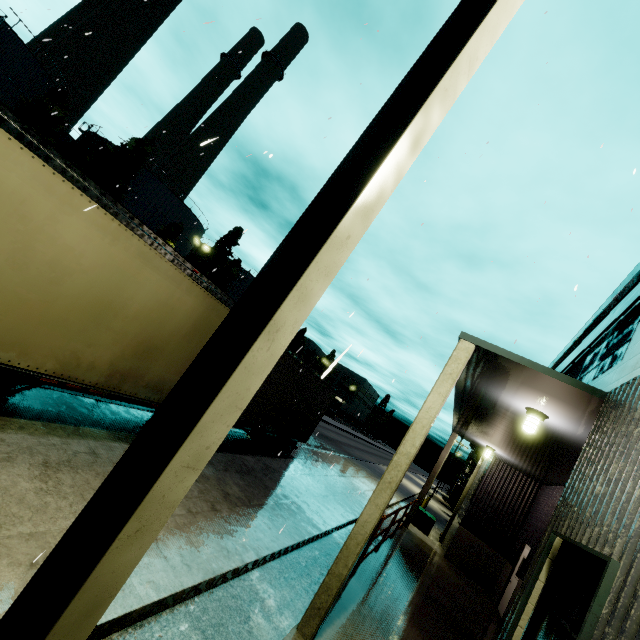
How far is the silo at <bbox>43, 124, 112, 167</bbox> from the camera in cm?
3700

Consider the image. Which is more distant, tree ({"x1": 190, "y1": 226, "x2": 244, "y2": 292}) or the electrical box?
tree ({"x1": 190, "y1": 226, "x2": 244, "y2": 292})

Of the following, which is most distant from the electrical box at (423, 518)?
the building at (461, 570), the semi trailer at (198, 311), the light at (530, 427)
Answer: the light at (530, 427)

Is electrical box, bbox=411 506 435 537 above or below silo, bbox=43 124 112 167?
below

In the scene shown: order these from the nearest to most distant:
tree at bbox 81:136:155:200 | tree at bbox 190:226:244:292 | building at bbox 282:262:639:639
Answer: building at bbox 282:262:639:639, tree at bbox 81:136:155:200, tree at bbox 190:226:244:292

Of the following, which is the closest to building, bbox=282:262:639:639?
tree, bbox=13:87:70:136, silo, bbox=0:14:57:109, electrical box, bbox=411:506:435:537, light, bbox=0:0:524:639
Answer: electrical box, bbox=411:506:435:537

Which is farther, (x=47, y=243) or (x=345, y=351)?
(x=47, y=243)

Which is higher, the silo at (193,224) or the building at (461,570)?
the silo at (193,224)
